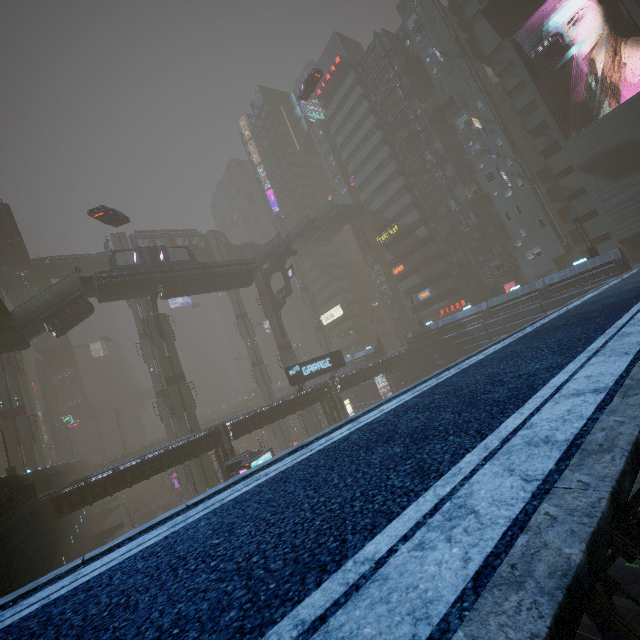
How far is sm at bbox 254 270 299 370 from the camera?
47.25m

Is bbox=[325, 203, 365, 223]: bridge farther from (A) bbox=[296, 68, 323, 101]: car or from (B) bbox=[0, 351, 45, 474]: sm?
(B) bbox=[0, 351, 45, 474]: sm

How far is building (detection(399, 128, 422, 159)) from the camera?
51.5m

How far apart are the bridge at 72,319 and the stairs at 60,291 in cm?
1

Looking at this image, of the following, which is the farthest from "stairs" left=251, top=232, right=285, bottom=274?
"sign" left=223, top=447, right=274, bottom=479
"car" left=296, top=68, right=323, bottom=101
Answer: "sign" left=223, top=447, right=274, bottom=479

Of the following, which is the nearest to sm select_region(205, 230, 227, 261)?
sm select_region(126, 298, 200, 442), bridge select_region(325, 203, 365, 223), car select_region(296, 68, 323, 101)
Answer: car select_region(296, 68, 323, 101)

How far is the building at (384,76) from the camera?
52.4m

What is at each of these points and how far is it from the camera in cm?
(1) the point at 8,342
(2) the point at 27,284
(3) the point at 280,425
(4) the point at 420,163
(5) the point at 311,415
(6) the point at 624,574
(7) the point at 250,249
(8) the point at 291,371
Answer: (1) bridge, 2981
(2) building, 4716
(3) sm, 5441
(4) building, 5134
(5) sm, 4641
(6) train, 1097
(7) sm, 5091
(8) sign, 3312
